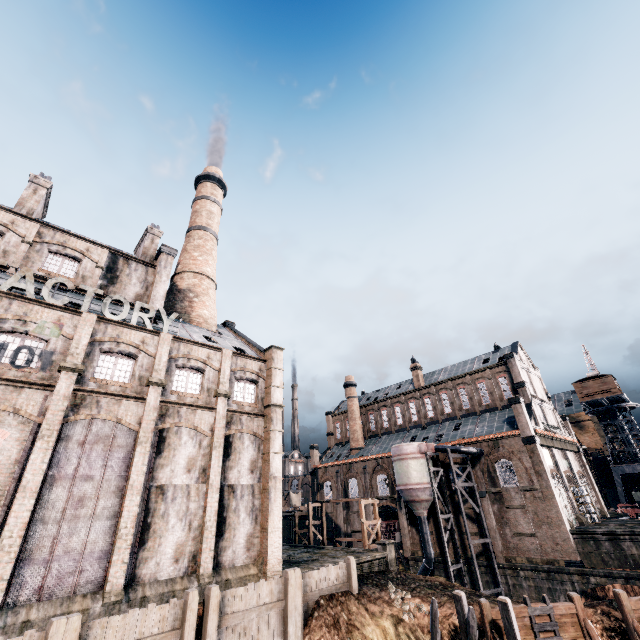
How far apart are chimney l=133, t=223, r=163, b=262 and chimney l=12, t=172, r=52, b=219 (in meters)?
7.55

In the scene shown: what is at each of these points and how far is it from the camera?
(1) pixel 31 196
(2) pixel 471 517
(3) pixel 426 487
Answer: (1) chimney, 26.52m
(2) building, 37.97m
(3) silo, 39.09m

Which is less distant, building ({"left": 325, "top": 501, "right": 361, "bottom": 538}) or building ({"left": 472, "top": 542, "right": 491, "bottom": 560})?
building ({"left": 472, "top": 542, "right": 491, "bottom": 560})

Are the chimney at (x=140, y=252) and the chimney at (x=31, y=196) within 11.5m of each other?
yes

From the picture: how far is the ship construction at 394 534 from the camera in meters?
44.0

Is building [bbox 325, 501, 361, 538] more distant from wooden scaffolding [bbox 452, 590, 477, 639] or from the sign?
the sign

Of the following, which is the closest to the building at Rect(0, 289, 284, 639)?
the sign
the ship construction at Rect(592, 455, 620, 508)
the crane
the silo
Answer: the sign

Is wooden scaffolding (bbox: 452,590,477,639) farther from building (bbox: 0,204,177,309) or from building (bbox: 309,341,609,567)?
building (bbox: 309,341,609,567)
